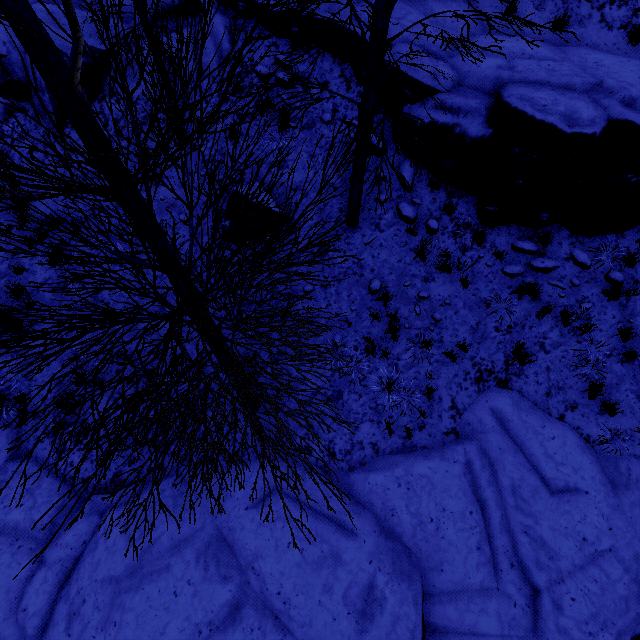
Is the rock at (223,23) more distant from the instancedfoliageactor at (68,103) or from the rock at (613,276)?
the instancedfoliageactor at (68,103)

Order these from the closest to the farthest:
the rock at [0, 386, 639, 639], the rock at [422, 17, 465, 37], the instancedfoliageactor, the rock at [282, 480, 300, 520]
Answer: the instancedfoliageactor < the rock at [0, 386, 639, 639] < the rock at [282, 480, 300, 520] < the rock at [422, 17, 465, 37]

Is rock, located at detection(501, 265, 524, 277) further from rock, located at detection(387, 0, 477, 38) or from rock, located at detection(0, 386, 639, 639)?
rock, located at detection(0, 386, 639, 639)

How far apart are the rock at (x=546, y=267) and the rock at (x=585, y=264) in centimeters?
31cm

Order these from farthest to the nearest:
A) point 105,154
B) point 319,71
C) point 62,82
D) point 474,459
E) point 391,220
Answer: point 319,71
point 391,220
point 474,459
point 62,82
point 105,154

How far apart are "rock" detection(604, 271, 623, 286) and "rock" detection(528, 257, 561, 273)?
0.9 meters

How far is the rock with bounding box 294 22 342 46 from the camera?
7.4 meters
